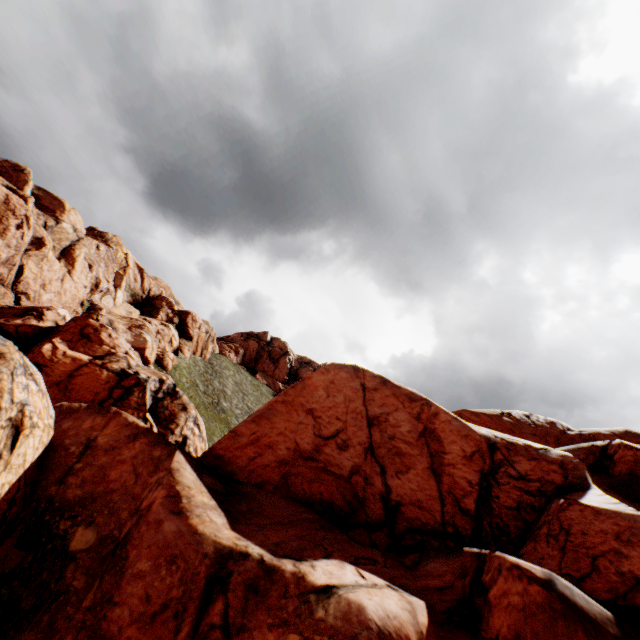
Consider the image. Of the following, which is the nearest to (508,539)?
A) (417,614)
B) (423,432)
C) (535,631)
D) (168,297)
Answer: (423,432)
